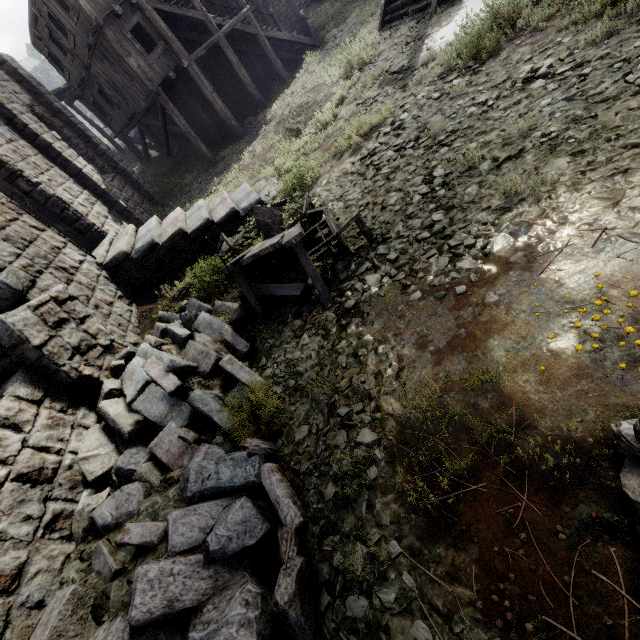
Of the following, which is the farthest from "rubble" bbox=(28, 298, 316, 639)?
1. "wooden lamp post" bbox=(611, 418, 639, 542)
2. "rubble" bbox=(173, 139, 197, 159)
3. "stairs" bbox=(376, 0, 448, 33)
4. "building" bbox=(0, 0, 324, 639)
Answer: "rubble" bbox=(173, 139, 197, 159)

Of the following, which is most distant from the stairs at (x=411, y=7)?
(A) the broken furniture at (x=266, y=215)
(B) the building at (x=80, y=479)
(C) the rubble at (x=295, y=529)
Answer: Answer: (C) the rubble at (x=295, y=529)

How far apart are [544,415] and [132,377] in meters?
5.5 m

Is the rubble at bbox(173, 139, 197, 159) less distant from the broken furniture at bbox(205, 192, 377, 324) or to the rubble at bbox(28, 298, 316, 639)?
the broken furniture at bbox(205, 192, 377, 324)

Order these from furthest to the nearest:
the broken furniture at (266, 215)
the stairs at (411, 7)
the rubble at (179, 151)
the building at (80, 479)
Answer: the rubble at (179, 151), the stairs at (411, 7), the broken furniture at (266, 215), the building at (80, 479)

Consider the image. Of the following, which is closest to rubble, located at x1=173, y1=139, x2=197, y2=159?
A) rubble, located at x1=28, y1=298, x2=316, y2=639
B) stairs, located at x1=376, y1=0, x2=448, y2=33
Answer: stairs, located at x1=376, y1=0, x2=448, y2=33

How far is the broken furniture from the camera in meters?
5.0 m

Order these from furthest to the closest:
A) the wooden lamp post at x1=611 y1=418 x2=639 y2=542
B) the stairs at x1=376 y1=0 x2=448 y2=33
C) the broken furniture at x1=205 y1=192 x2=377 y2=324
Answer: the stairs at x1=376 y1=0 x2=448 y2=33, the broken furniture at x1=205 y1=192 x2=377 y2=324, the wooden lamp post at x1=611 y1=418 x2=639 y2=542
